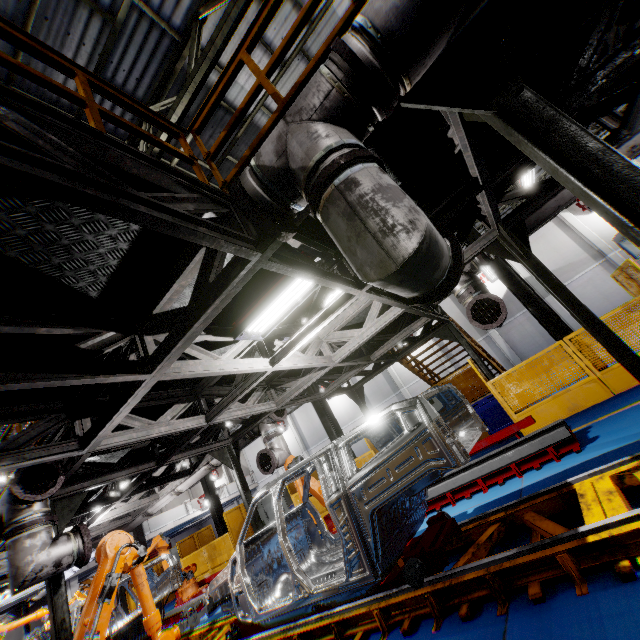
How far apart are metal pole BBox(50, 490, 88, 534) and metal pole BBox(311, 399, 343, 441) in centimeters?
774cm

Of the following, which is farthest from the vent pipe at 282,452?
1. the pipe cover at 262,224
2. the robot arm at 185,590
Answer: the pipe cover at 262,224

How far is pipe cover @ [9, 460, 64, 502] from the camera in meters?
4.4

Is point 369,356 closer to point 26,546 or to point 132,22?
point 26,546

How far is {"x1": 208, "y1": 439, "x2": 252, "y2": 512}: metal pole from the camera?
8.07m

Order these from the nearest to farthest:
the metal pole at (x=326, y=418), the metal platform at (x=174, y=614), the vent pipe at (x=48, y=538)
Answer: the vent pipe at (x=48, y=538) → the metal platform at (x=174, y=614) → the metal pole at (x=326, y=418)

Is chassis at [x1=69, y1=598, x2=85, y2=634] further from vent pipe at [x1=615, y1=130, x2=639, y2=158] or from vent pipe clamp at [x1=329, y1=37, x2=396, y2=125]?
vent pipe clamp at [x1=329, y1=37, x2=396, y2=125]

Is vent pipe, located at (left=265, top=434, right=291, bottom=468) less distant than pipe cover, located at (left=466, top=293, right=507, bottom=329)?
No
